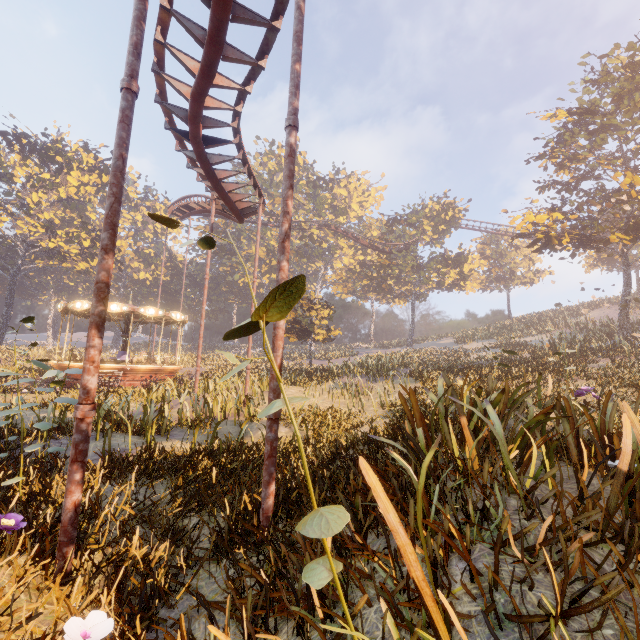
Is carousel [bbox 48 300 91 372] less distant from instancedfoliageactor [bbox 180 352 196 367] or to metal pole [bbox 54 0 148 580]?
instancedfoliageactor [bbox 180 352 196 367]

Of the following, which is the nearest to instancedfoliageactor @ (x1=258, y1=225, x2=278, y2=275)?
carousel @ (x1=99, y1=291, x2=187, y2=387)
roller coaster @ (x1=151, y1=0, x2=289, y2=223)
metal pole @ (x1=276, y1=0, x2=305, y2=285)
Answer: roller coaster @ (x1=151, y1=0, x2=289, y2=223)

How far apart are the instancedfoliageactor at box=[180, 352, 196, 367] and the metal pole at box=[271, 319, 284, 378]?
33.5 meters

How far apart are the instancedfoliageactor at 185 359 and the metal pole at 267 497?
33.5m

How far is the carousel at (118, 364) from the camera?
19.50m

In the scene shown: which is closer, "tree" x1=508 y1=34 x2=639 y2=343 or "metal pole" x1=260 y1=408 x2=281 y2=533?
"metal pole" x1=260 y1=408 x2=281 y2=533

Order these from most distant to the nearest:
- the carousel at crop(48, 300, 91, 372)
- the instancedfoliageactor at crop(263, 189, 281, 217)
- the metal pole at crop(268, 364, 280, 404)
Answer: the instancedfoliageactor at crop(263, 189, 281, 217)
the carousel at crop(48, 300, 91, 372)
the metal pole at crop(268, 364, 280, 404)

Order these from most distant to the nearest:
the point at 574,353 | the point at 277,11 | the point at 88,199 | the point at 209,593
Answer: the point at 88,199 < the point at 574,353 < the point at 277,11 < the point at 209,593
